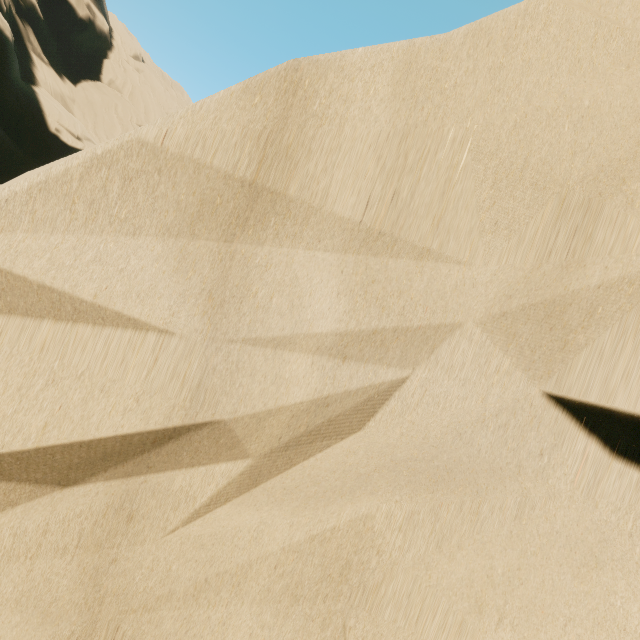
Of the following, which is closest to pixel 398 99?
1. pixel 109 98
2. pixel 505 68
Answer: pixel 505 68
